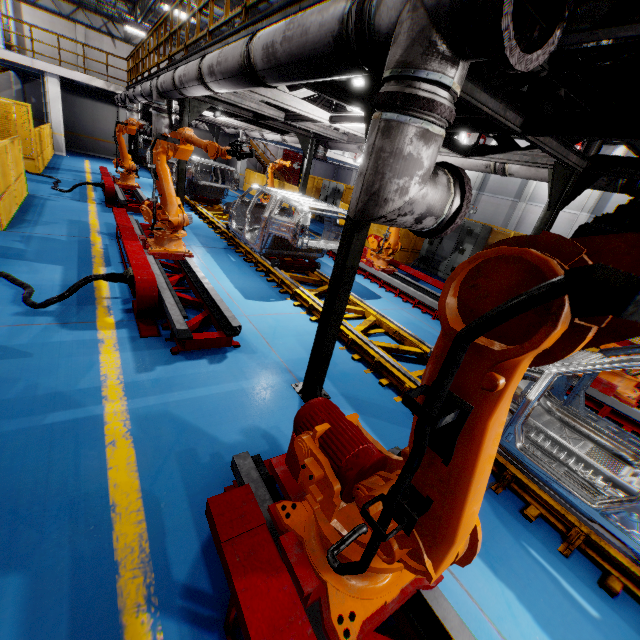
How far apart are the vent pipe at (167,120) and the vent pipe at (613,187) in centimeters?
370cm

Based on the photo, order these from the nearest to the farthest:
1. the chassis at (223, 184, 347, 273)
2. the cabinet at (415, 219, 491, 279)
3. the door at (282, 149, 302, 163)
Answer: the chassis at (223, 184, 347, 273), the cabinet at (415, 219, 491, 279), the door at (282, 149, 302, 163)

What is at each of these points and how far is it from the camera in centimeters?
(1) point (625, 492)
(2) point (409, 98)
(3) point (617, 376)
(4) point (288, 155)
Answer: (1) chassis, 304cm
(2) vent pipe clamp, 187cm
(3) robot arm, 512cm
(4) door, 3659cm

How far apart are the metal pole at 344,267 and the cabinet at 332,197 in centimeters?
1434cm

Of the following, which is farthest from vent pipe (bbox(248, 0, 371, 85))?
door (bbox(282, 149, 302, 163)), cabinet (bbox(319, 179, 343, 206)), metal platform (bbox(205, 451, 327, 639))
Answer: door (bbox(282, 149, 302, 163))

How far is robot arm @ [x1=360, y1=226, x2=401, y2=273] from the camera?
8.7m

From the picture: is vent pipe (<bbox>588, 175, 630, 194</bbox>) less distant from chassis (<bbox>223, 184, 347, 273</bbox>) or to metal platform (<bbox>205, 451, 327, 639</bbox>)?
chassis (<bbox>223, 184, 347, 273</bbox>)

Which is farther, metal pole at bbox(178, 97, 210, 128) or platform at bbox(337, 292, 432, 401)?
metal pole at bbox(178, 97, 210, 128)
